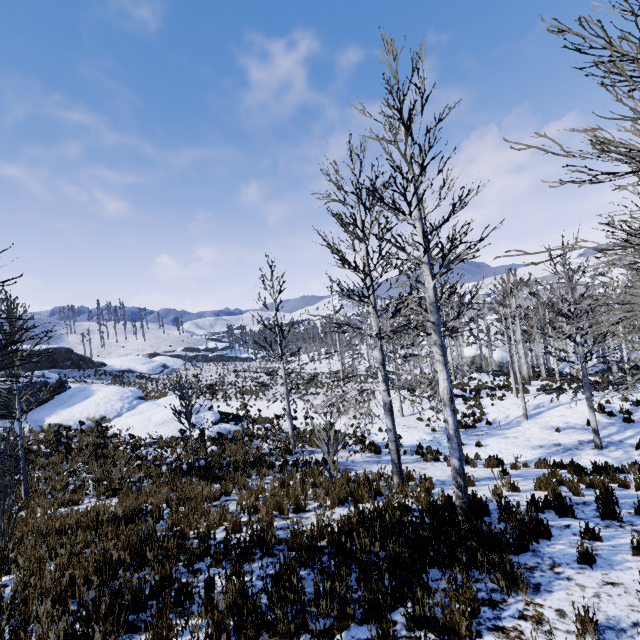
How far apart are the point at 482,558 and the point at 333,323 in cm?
595

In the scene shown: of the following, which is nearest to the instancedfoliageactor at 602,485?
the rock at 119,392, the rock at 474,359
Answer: the rock at 119,392

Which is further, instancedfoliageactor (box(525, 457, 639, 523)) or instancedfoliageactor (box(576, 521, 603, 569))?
instancedfoliageactor (box(525, 457, 639, 523))

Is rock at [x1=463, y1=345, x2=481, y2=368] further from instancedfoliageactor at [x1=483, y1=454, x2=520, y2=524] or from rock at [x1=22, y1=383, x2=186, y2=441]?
rock at [x1=22, y1=383, x2=186, y2=441]

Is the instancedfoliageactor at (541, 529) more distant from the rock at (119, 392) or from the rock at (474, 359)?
the rock at (474, 359)

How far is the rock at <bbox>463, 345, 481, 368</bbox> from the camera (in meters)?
43.19
